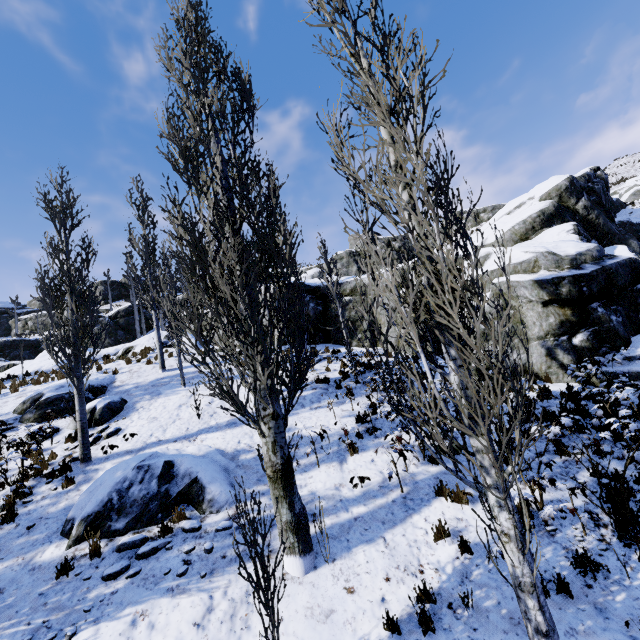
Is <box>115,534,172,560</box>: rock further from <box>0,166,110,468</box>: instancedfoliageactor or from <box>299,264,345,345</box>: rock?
<box>299,264,345,345</box>: rock

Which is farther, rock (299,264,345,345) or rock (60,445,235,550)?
rock (299,264,345,345)

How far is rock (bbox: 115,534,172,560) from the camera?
6.3m

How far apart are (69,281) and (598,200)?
32.8m

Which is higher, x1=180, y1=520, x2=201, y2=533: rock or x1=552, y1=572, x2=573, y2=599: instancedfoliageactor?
x1=180, y1=520, x2=201, y2=533: rock

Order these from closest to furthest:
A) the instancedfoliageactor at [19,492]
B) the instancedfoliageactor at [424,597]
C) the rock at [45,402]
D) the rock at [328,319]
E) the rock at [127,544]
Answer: the instancedfoliageactor at [424,597], the rock at [127,544], the instancedfoliageactor at [19,492], the rock at [45,402], the rock at [328,319]

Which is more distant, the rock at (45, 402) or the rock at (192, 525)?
the rock at (45, 402)

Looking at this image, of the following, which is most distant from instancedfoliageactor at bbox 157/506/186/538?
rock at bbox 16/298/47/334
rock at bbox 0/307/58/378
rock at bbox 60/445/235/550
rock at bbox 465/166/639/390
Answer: rock at bbox 16/298/47/334
